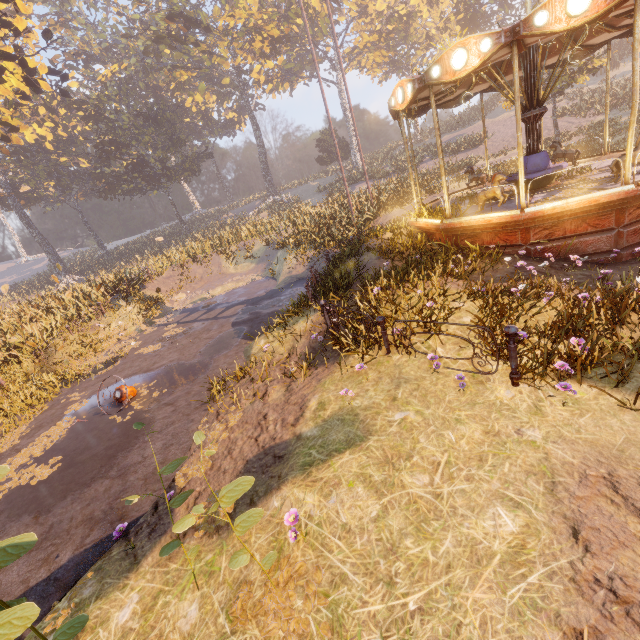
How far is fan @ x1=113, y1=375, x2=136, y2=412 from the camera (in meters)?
8.34

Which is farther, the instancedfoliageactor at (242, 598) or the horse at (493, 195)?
the horse at (493, 195)

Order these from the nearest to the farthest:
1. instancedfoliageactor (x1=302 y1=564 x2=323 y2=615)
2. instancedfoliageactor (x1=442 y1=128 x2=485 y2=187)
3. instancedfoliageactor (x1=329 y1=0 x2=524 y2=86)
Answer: instancedfoliageactor (x1=302 y1=564 x2=323 y2=615) < instancedfoliageactor (x1=442 y1=128 x2=485 y2=187) < instancedfoliageactor (x1=329 y1=0 x2=524 y2=86)

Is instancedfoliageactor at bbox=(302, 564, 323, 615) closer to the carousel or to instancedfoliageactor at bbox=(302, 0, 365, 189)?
the carousel

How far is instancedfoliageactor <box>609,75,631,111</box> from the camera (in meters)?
21.14

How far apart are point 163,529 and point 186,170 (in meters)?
45.60

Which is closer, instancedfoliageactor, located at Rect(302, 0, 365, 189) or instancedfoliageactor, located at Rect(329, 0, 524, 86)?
instancedfoliageactor, located at Rect(329, 0, 524, 86)

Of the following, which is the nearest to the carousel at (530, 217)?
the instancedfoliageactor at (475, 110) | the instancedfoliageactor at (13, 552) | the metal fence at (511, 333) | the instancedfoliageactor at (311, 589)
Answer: the metal fence at (511, 333)
